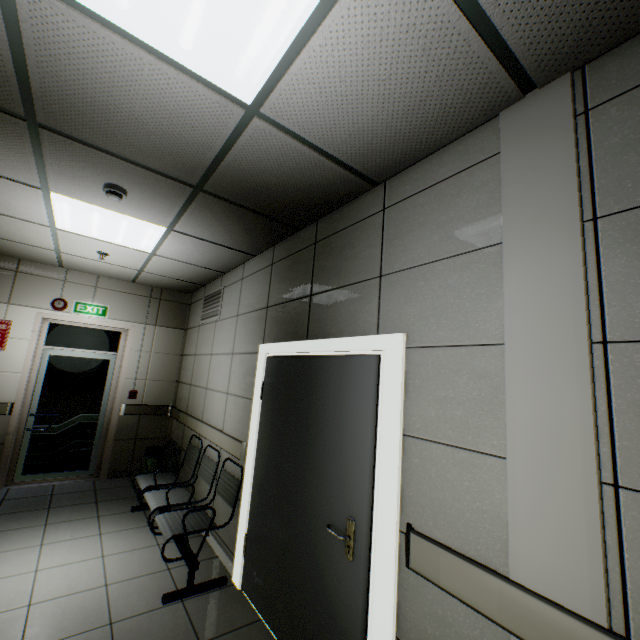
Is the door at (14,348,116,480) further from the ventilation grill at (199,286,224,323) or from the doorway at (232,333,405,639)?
the doorway at (232,333,405,639)

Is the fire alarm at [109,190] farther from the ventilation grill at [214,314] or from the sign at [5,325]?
the sign at [5,325]

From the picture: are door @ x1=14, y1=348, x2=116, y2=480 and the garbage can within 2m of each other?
yes

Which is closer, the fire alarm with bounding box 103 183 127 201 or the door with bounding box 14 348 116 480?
the fire alarm with bounding box 103 183 127 201

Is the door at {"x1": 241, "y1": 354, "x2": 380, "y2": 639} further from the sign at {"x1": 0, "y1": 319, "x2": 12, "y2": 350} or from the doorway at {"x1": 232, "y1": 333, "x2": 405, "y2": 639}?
the sign at {"x1": 0, "y1": 319, "x2": 12, "y2": 350}

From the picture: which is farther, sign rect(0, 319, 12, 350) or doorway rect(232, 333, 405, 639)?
sign rect(0, 319, 12, 350)

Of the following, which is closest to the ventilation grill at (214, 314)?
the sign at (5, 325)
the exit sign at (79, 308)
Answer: the exit sign at (79, 308)

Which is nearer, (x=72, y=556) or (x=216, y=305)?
(x=72, y=556)
